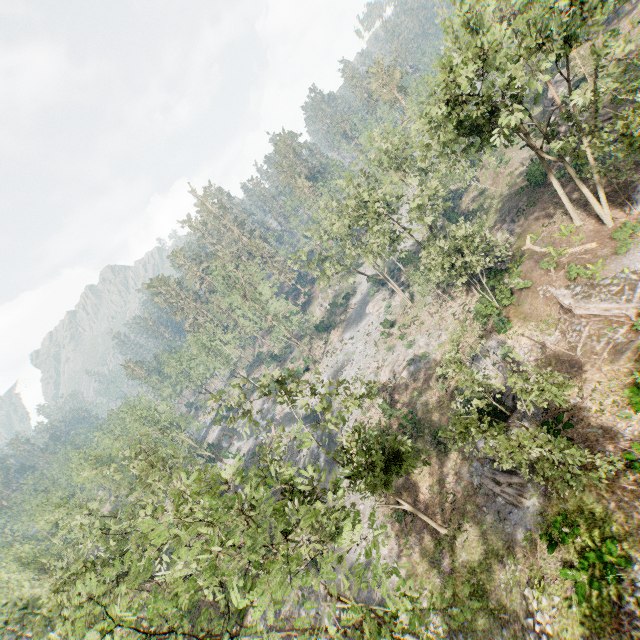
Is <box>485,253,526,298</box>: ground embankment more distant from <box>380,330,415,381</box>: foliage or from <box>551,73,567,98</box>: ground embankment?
<box>551,73,567,98</box>: ground embankment

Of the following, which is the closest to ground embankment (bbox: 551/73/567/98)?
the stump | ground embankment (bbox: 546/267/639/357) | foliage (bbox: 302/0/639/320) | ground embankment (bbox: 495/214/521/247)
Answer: foliage (bbox: 302/0/639/320)

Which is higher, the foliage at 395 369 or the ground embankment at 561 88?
the ground embankment at 561 88

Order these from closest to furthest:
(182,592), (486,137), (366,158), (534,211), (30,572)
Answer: (182,592), (486,137), (534,211), (30,572), (366,158)

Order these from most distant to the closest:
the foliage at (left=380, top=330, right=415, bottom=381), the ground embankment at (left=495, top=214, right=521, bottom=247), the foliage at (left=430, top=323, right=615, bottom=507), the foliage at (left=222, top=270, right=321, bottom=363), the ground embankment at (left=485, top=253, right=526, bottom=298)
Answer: the foliage at (left=222, top=270, right=321, bottom=363) < the foliage at (left=380, top=330, right=415, bottom=381) < the ground embankment at (left=495, top=214, right=521, bottom=247) < the ground embankment at (left=485, top=253, right=526, bottom=298) < the foliage at (left=430, top=323, right=615, bottom=507)

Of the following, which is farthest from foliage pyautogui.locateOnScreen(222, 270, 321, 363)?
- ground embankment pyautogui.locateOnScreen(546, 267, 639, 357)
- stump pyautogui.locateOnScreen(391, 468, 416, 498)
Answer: stump pyautogui.locateOnScreen(391, 468, 416, 498)

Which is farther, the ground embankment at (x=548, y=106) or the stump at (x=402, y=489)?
the ground embankment at (x=548, y=106)
